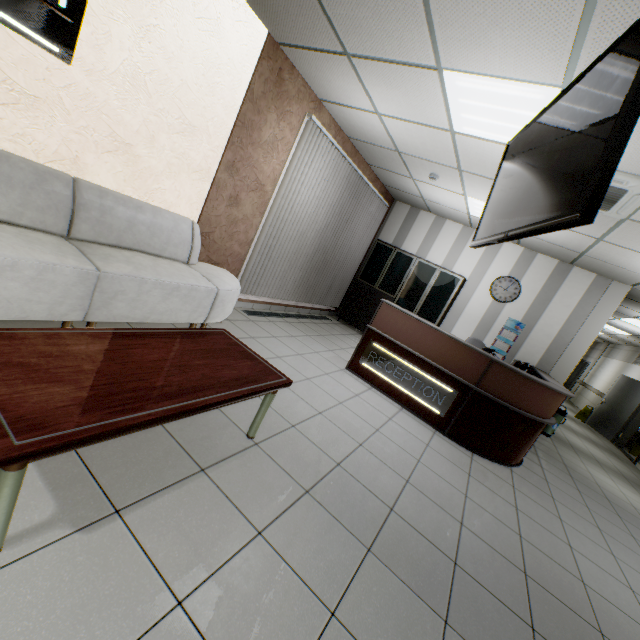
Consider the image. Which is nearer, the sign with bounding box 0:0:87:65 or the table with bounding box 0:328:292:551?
the table with bounding box 0:328:292:551

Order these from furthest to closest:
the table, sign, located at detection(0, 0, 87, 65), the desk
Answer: the desk, sign, located at detection(0, 0, 87, 65), the table

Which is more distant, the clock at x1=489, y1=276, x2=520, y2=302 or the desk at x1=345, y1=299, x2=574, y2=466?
the clock at x1=489, y1=276, x2=520, y2=302

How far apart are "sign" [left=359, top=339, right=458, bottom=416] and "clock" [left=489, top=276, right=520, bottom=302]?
3.59m

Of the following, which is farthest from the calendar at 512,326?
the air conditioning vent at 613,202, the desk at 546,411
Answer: the air conditioning vent at 613,202

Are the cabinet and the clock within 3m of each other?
yes

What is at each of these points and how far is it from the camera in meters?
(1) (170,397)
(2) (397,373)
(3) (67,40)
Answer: (1) table, 1.6
(2) sign, 4.5
(3) sign, 2.3

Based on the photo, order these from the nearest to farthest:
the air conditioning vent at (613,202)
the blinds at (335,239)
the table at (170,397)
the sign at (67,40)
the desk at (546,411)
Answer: the table at (170,397) < the sign at (67,40) < the air conditioning vent at (613,202) < the desk at (546,411) < the blinds at (335,239)
